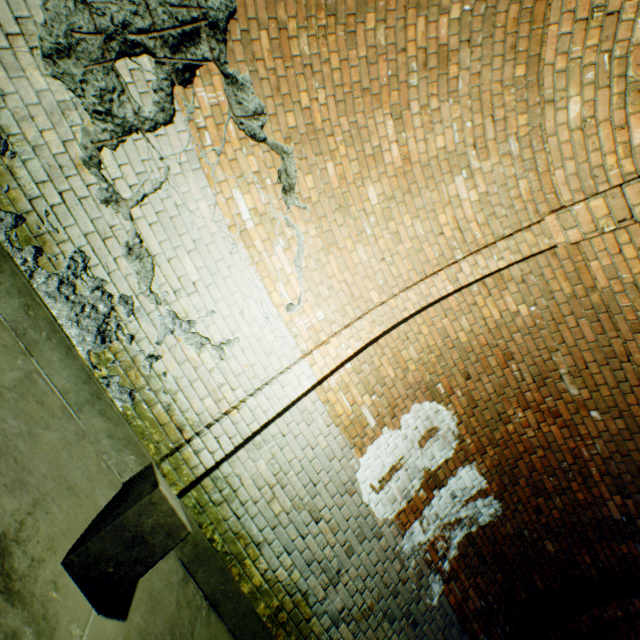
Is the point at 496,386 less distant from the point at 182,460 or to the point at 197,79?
the point at 182,460

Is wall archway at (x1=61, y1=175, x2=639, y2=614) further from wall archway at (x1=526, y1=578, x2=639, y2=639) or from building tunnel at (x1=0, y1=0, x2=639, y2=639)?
wall archway at (x1=526, y1=578, x2=639, y2=639)

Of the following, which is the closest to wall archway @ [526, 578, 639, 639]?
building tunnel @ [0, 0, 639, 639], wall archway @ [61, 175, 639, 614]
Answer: building tunnel @ [0, 0, 639, 639]

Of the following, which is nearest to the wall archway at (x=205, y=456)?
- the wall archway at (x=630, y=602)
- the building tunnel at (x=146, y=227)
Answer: the building tunnel at (x=146, y=227)

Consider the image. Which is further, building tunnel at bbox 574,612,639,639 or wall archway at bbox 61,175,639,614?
building tunnel at bbox 574,612,639,639
